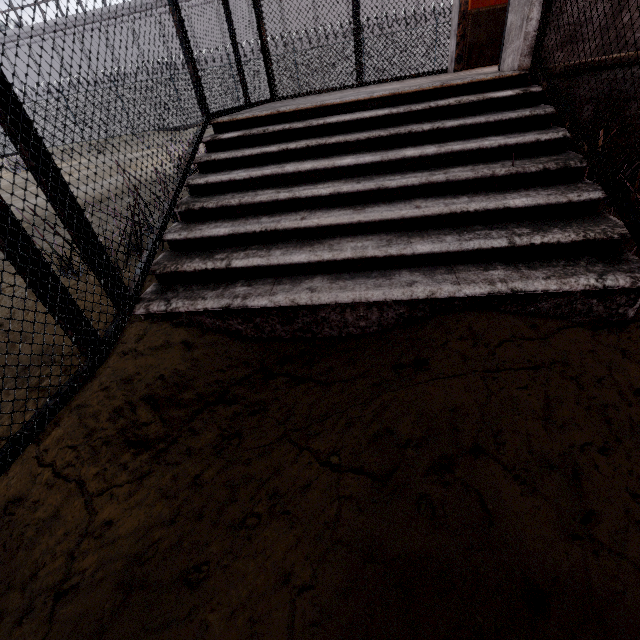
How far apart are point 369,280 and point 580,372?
1.2 meters
